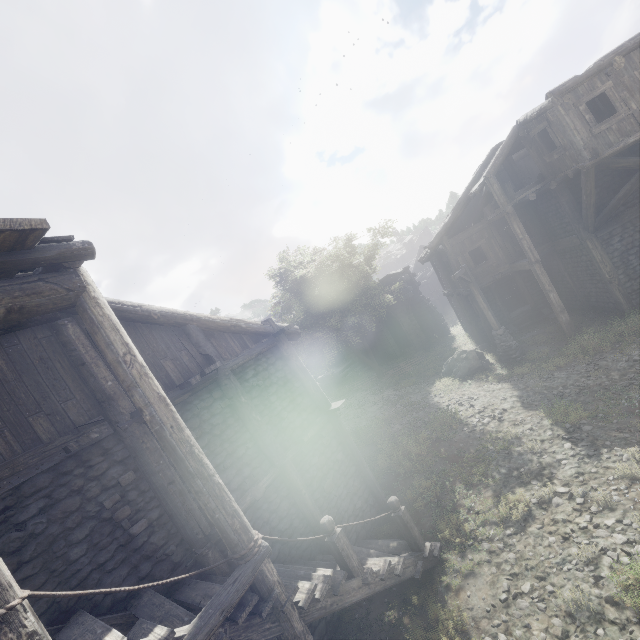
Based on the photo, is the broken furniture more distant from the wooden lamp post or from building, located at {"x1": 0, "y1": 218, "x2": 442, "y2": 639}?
the wooden lamp post

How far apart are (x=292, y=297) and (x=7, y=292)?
15.67m

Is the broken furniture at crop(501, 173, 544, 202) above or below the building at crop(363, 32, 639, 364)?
above

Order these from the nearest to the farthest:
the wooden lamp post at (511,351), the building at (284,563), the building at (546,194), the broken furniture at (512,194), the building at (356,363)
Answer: the building at (284,563) < the building at (546,194) < the broken furniture at (512,194) < the wooden lamp post at (511,351) < the building at (356,363)

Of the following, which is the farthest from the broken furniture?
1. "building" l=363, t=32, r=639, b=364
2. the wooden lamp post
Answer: the wooden lamp post

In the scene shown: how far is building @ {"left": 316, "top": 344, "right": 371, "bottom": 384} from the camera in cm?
2780

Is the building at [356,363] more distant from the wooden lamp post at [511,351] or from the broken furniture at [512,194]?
the wooden lamp post at [511,351]
